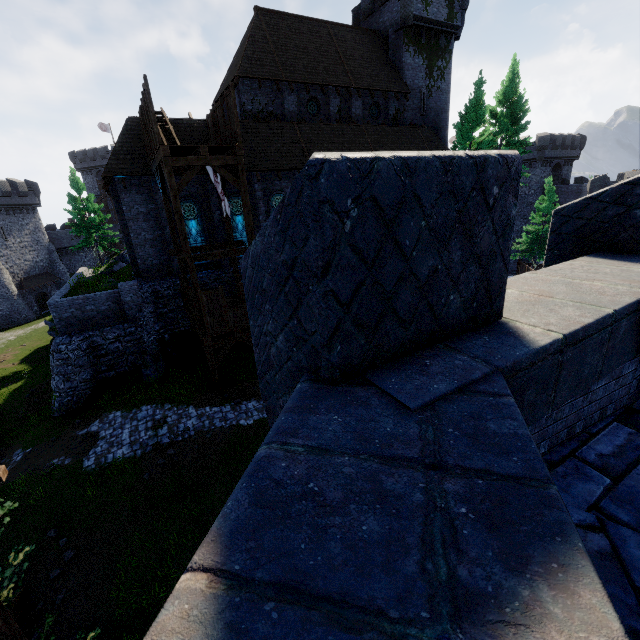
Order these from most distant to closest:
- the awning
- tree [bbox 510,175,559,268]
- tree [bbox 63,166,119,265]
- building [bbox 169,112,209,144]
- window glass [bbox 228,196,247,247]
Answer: the awning → tree [bbox 510,175,559,268] → tree [bbox 63,166,119,265] → window glass [bbox 228,196,247,247] → building [bbox 169,112,209,144]

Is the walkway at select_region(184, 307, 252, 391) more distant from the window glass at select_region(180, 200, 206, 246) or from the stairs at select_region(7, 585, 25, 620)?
the stairs at select_region(7, 585, 25, 620)

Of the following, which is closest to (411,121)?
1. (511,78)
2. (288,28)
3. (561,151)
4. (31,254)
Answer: (511,78)

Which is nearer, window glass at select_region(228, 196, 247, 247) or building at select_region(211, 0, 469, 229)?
window glass at select_region(228, 196, 247, 247)

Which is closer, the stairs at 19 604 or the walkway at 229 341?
the stairs at 19 604

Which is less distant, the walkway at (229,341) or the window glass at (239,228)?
the walkway at (229,341)

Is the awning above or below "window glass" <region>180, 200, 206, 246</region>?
below

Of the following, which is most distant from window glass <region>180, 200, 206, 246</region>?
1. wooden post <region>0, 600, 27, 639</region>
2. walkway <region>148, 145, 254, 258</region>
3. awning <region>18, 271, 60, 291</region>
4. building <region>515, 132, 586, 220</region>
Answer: building <region>515, 132, 586, 220</region>
